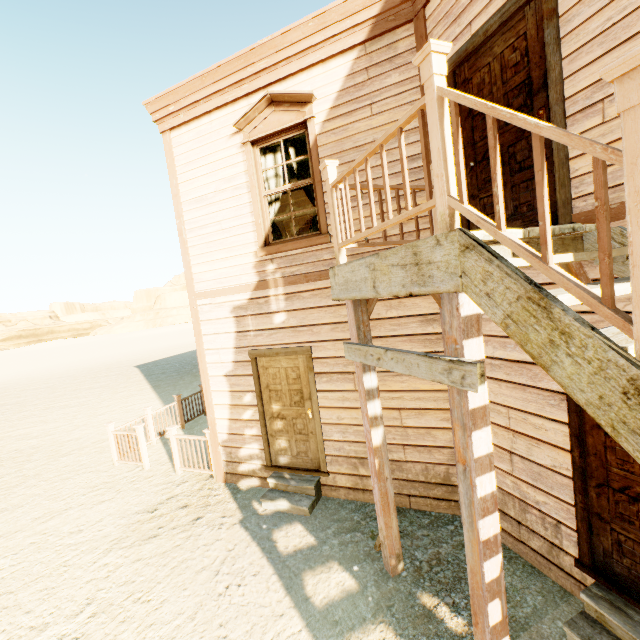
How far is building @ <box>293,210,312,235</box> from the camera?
8.2 meters

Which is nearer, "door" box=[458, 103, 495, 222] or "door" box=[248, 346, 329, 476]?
"door" box=[458, 103, 495, 222]

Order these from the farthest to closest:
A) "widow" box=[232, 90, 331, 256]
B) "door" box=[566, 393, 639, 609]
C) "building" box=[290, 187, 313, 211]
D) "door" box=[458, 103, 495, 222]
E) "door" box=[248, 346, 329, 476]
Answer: "building" box=[290, 187, 313, 211] → "door" box=[248, 346, 329, 476] → "widow" box=[232, 90, 331, 256] → "door" box=[458, 103, 495, 222] → "door" box=[566, 393, 639, 609]

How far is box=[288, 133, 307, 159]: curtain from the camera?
5.0 meters

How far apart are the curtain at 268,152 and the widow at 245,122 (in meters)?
0.10

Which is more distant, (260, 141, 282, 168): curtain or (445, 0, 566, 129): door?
(260, 141, 282, 168): curtain

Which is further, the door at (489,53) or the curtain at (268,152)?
the curtain at (268,152)

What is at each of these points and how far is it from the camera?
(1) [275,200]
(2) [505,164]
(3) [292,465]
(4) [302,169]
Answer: (1) curtain, 5.36m
(2) door, 3.23m
(3) door, 5.56m
(4) curtain, 5.14m
